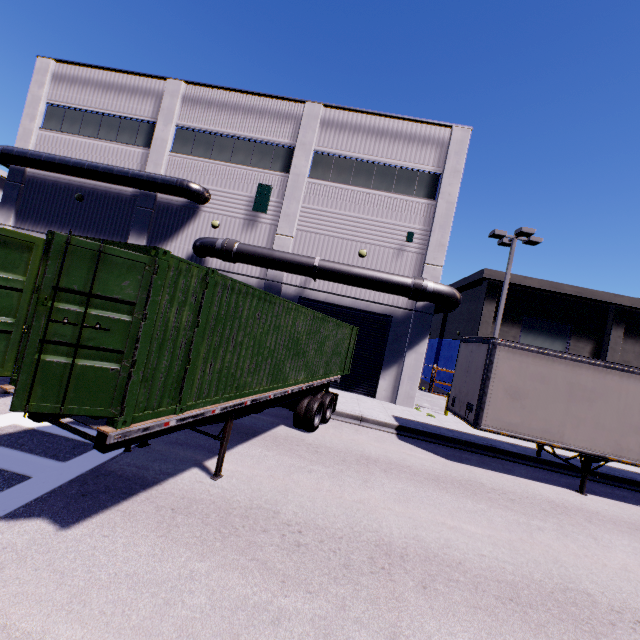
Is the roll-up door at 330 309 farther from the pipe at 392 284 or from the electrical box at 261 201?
the electrical box at 261 201

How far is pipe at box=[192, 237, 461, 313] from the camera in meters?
15.3 m

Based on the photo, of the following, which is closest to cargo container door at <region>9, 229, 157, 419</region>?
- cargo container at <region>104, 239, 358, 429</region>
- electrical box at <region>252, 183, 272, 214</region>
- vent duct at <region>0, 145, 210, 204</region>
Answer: cargo container at <region>104, 239, 358, 429</region>

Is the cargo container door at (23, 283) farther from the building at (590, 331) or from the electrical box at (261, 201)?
the electrical box at (261, 201)

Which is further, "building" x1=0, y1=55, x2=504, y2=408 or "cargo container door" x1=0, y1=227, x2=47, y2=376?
"building" x1=0, y1=55, x2=504, y2=408

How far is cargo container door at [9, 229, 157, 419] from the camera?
3.3 meters

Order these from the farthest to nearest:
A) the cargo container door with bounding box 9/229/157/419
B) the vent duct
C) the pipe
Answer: the vent duct, the pipe, the cargo container door with bounding box 9/229/157/419

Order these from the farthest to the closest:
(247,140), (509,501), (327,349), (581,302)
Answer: (581,302), (247,140), (327,349), (509,501)
